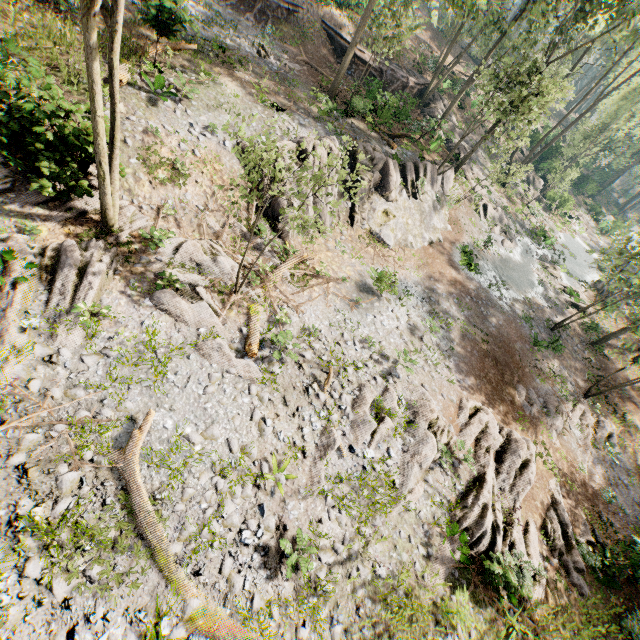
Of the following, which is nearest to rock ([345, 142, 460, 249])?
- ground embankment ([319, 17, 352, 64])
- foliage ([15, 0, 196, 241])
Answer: foliage ([15, 0, 196, 241])

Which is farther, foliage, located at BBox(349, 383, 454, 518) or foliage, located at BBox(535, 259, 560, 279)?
foliage, located at BBox(535, 259, 560, 279)

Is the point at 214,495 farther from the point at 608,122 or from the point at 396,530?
the point at 608,122

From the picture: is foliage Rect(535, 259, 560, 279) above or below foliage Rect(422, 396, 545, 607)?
below

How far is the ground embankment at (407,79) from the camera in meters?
22.8 m

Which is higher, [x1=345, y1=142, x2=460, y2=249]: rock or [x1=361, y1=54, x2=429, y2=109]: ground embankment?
[x1=361, y1=54, x2=429, y2=109]: ground embankment

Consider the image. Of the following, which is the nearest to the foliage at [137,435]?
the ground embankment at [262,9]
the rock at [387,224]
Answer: the rock at [387,224]

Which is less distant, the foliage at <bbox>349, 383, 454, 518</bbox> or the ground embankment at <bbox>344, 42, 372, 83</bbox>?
the foliage at <bbox>349, 383, 454, 518</bbox>
